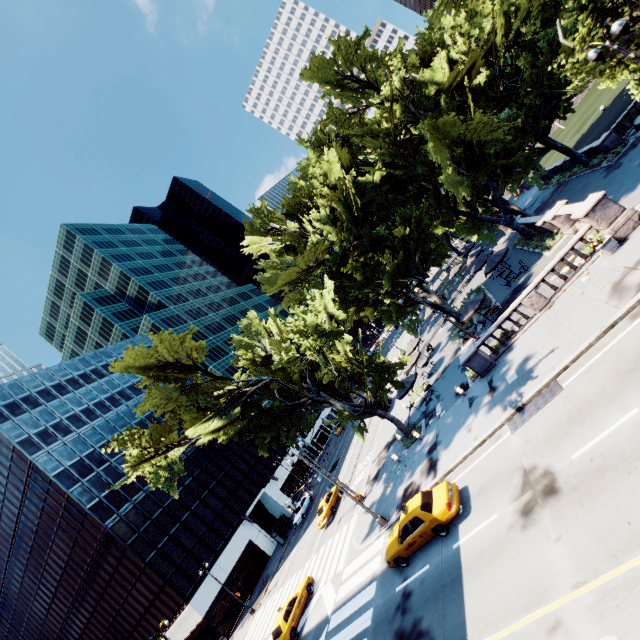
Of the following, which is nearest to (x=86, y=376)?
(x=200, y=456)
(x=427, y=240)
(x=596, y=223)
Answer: (x=200, y=456)

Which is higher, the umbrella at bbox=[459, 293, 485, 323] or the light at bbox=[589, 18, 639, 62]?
the light at bbox=[589, 18, 639, 62]

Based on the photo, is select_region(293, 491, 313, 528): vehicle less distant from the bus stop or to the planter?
the bus stop

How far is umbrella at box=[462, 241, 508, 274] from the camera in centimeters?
2741cm

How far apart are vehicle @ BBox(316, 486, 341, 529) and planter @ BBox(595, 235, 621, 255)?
29.79m

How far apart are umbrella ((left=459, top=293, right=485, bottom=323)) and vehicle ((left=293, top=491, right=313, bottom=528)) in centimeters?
3351cm

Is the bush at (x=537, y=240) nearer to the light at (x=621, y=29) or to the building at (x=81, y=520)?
the light at (x=621, y=29)

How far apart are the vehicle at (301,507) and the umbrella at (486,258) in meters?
36.7
